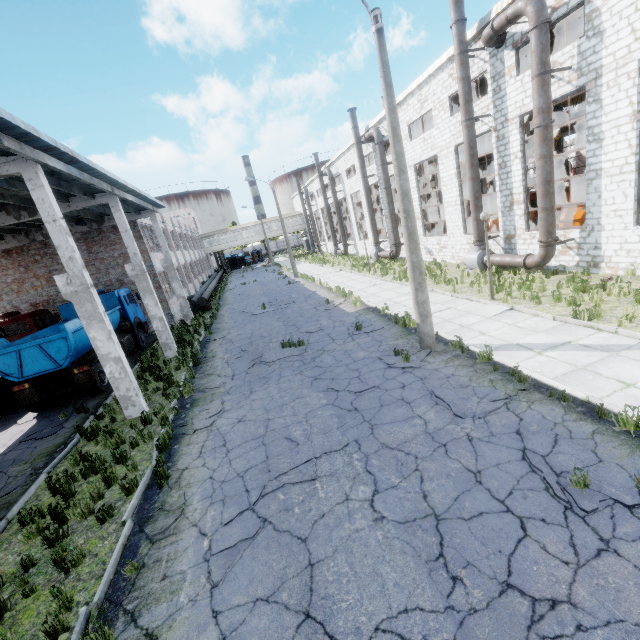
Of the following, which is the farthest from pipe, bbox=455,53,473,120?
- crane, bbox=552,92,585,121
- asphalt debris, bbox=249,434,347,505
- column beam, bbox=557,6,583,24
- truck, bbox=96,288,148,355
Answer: truck, bbox=96,288,148,355

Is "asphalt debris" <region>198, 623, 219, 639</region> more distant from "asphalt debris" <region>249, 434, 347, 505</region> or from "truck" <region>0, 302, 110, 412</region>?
"truck" <region>0, 302, 110, 412</region>

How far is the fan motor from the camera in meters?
17.1

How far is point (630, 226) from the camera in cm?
1142

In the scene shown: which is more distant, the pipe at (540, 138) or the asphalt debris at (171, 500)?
the pipe at (540, 138)

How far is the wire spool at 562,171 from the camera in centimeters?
2453cm

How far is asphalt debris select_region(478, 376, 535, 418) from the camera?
6.6m

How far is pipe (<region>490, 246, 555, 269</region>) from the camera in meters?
13.5 m
